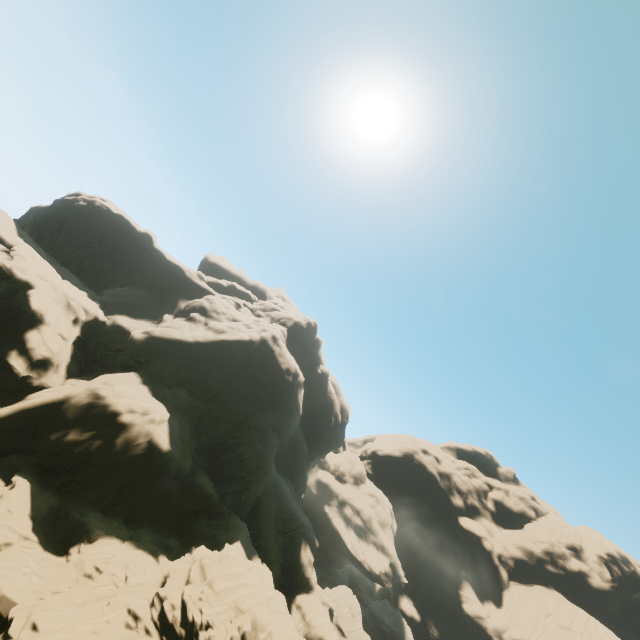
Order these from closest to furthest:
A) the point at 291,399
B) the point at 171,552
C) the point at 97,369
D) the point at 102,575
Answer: the point at 102,575 → the point at 171,552 → the point at 97,369 → the point at 291,399
